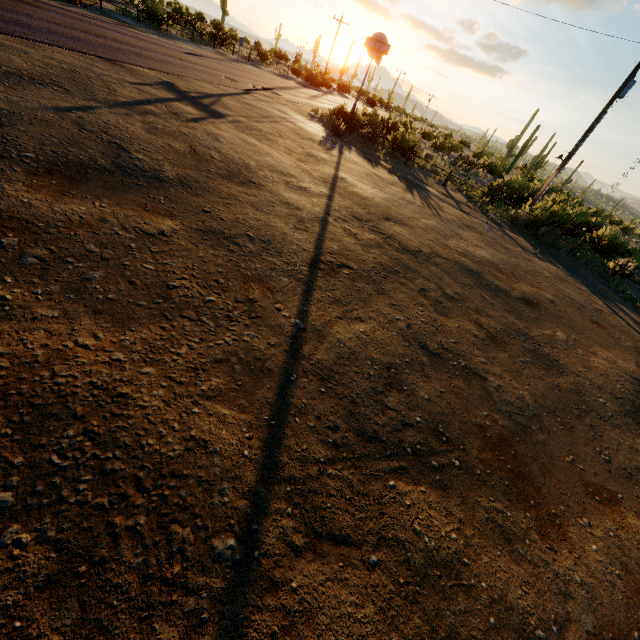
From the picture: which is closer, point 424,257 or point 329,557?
point 329,557

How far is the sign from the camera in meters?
17.4

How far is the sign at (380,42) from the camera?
17.4 meters
